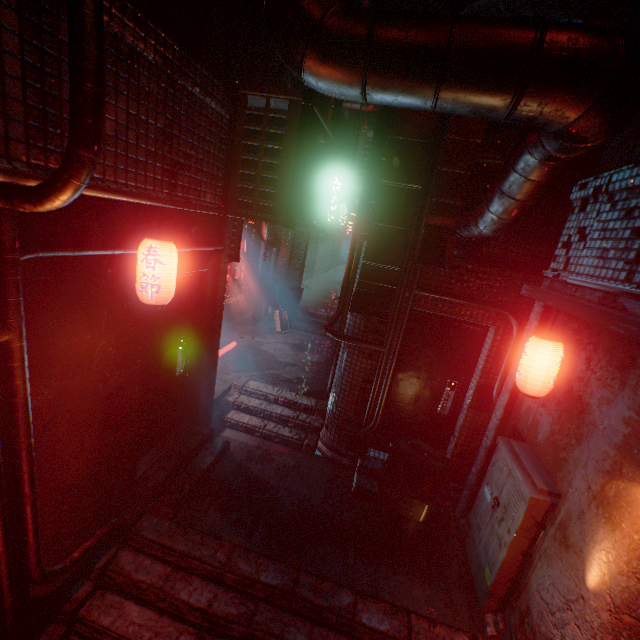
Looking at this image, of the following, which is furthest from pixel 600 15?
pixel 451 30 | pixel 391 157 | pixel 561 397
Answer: pixel 561 397

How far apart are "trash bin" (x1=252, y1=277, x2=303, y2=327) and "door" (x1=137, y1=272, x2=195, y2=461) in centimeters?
428cm

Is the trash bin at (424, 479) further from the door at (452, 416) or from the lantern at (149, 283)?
the lantern at (149, 283)

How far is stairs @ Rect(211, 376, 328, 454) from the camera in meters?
4.6

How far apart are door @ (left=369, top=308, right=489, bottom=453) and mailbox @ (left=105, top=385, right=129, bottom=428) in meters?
3.0 m

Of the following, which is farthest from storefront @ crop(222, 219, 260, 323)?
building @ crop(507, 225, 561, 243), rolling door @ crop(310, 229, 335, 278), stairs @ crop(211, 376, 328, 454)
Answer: rolling door @ crop(310, 229, 335, 278)

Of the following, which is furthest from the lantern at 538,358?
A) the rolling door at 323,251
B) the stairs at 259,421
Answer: the rolling door at 323,251

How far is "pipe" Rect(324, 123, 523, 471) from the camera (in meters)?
3.41
